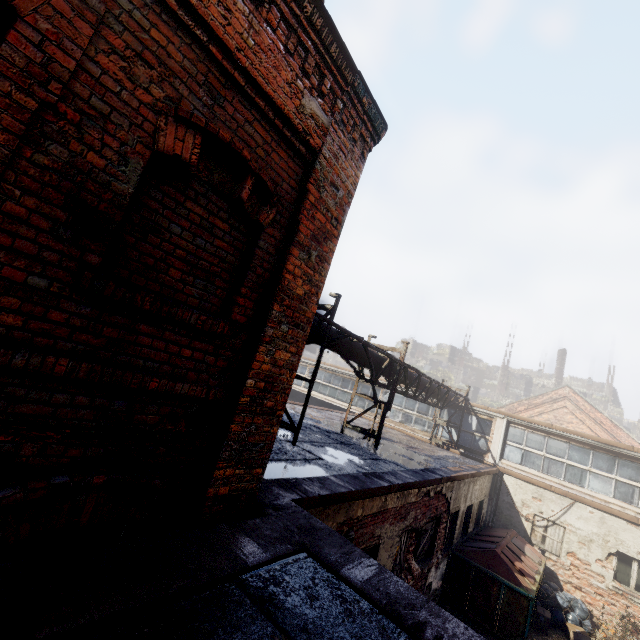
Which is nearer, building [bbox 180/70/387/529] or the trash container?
building [bbox 180/70/387/529]

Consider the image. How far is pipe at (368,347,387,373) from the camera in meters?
9.3

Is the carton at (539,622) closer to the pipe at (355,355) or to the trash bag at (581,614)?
the trash bag at (581,614)

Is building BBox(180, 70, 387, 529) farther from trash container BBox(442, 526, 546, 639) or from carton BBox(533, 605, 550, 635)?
carton BBox(533, 605, 550, 635)

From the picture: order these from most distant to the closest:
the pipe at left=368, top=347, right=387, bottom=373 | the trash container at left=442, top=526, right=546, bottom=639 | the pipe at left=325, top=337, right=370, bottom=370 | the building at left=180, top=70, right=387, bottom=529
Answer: the pipe at left=368, top=347, right=387, bottom=373, the trash container at left=442, top=526, right=546, bottom=639, the pipe at left=325, top=337, right=370, bottom=370, the building at left=180, top=70, right=387, bottom=529

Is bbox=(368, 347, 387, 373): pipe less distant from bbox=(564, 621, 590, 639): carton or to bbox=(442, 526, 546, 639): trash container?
bbox=(442, 526, 546, 639): trash container

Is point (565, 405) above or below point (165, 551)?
above

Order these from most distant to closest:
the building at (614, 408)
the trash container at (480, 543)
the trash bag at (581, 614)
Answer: the building at (614, 408)
the trash bag at (581, 614)
the trash container at (480, 543)
